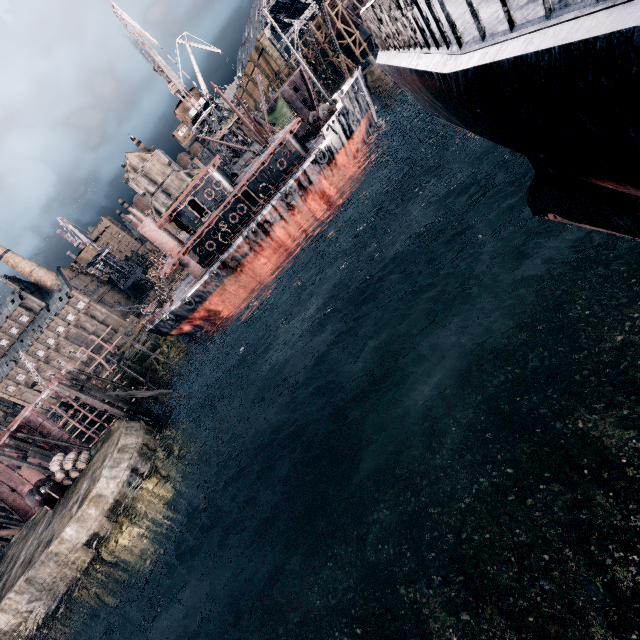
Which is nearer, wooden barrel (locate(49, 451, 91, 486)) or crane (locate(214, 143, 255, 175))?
wooden barrel (locate(49, 451, 91, 486))

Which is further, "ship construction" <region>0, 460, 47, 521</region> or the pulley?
"ship construction" <region>0, 460, 47, 521</region>

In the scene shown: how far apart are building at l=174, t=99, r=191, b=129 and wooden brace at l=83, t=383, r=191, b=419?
43.6 meters

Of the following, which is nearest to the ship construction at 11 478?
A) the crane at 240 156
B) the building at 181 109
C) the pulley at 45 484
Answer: the pulley at 45 484

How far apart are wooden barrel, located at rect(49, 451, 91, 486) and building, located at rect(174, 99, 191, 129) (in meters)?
49.77

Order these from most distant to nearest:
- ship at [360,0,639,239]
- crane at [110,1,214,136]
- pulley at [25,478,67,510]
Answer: crane at [110,1,214,136], pulley at [25,478,67,510], ship at [360,0,639,239]

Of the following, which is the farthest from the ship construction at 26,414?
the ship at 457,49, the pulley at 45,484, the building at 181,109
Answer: the building at 181,109

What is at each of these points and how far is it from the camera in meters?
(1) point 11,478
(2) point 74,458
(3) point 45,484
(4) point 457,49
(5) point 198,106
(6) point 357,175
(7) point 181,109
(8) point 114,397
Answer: (1) ship construction, 40.7 m
(2) wooden barrel, 30.3 m
(3) pulley, 30.0 m
(4) ship, 4.1 m
(5) crane, 48.6 m
(6) ship, 43.1 m
(7) building, 51.8 m
(8) wooden brace, 33.4 m
